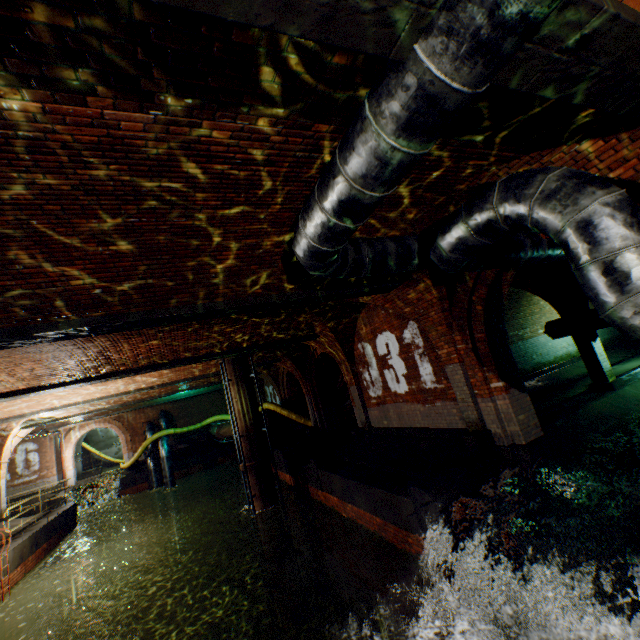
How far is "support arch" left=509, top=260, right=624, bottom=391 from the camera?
9.4m

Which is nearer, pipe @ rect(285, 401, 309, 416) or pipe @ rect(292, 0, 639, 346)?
pipe @ rect(292, 0, 639, 346)

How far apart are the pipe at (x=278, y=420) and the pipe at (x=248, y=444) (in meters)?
5.57

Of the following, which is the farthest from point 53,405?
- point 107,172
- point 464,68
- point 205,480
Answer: point 464,68

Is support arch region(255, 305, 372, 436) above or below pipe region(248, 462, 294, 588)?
above

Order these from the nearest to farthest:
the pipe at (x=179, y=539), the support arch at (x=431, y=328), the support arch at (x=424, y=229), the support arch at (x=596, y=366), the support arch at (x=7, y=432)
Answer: the support arch at (x=424, y=229) < the support arch at (x=431, y=328) < the support arch at (x=596, y=366) < the support arch at (x=7, y=432) < the pipe at (x=179, y=539)

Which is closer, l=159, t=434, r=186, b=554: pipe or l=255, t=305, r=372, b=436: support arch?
l=255, t=305, r=372, b=436: support arch

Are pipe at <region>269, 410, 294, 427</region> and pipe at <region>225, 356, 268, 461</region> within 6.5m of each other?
yes
